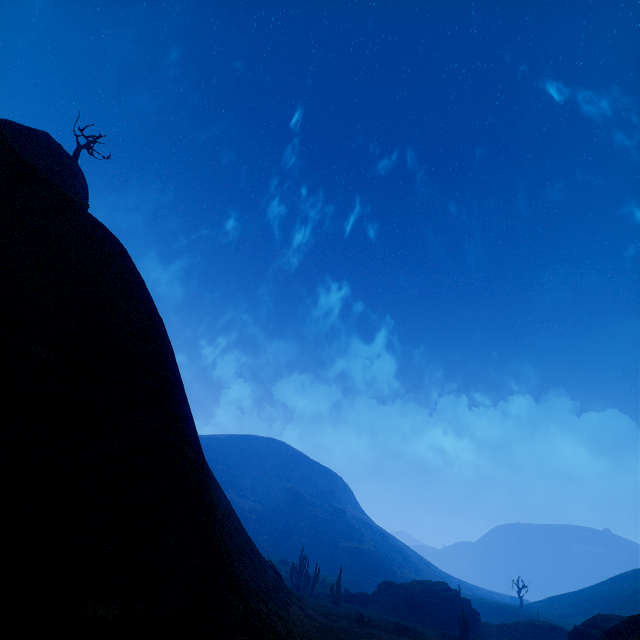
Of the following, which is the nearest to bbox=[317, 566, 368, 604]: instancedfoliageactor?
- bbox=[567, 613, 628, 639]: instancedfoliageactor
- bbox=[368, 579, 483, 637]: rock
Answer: bbox=[368, 579, 483, 637]: rock

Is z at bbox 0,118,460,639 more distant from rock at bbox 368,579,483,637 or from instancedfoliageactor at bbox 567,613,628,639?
rock at bbox 368,579,483,637

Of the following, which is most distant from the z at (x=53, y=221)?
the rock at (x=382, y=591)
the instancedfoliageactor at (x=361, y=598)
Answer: the rock at (x=382, y=591)

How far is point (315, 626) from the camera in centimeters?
1884cm

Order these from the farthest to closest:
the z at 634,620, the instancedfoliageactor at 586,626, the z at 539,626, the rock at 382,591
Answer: the z at 539,626 → the rock at 382,591 → the instancedfoliageactor at 586,626 → the z at 634,620

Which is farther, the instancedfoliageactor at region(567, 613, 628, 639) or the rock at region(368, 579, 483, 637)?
the rock at region(368, 579, 483, 637)

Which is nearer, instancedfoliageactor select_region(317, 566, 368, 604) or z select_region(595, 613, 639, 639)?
z select_region(595, 613, 639, 639)

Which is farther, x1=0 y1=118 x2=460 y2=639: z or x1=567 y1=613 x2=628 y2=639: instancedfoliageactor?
x1=567 y1=613 x2=628 y2=639: instancedfoliageactor
